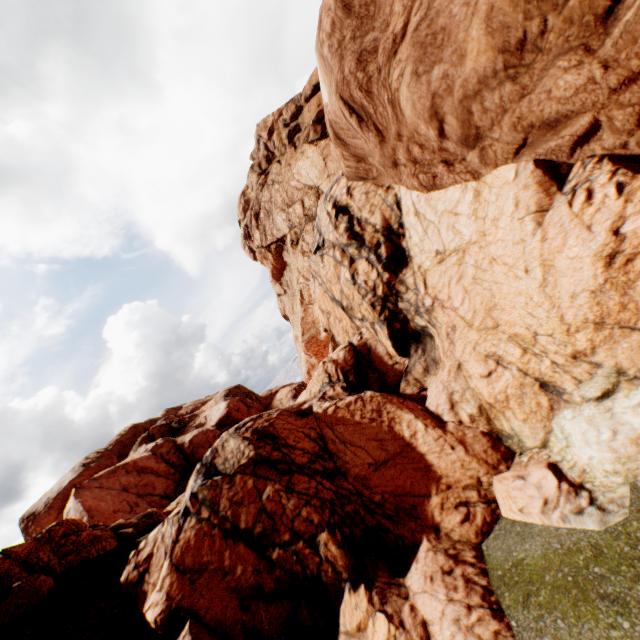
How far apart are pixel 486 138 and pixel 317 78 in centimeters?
2837cm
